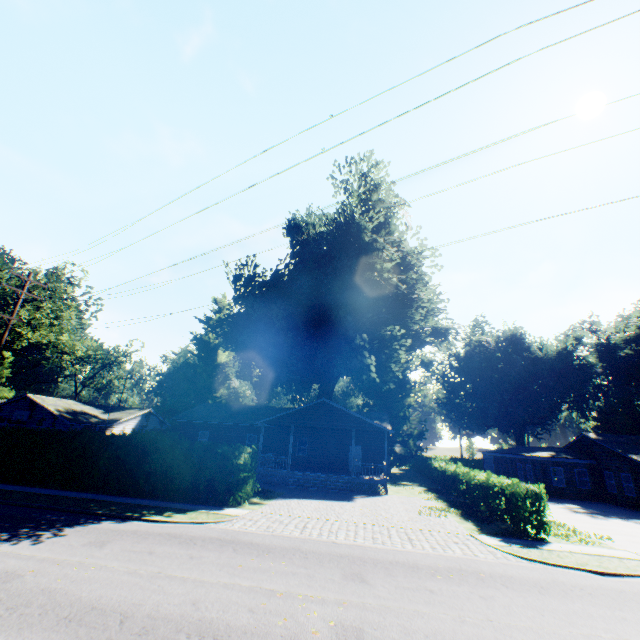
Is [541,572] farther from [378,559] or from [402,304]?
[402,304]

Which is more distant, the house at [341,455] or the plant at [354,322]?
the plant at [354,322]

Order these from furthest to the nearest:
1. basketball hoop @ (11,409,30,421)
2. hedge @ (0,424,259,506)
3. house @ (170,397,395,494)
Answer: basketball hoop @ (11,409,30,421)
house @ (170,397,395,494)
hedge @ (0,424,259,506)

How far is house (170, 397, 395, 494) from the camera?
24.5m

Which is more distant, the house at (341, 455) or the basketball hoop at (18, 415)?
the basketball hoop at (18, 415)

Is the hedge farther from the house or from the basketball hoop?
the basketball hoop

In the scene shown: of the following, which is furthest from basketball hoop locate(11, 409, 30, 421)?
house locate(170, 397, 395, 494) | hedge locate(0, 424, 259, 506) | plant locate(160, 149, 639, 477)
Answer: plant locate(160, 149, 639, 477)

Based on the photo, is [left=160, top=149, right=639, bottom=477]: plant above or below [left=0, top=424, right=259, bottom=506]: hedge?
above
